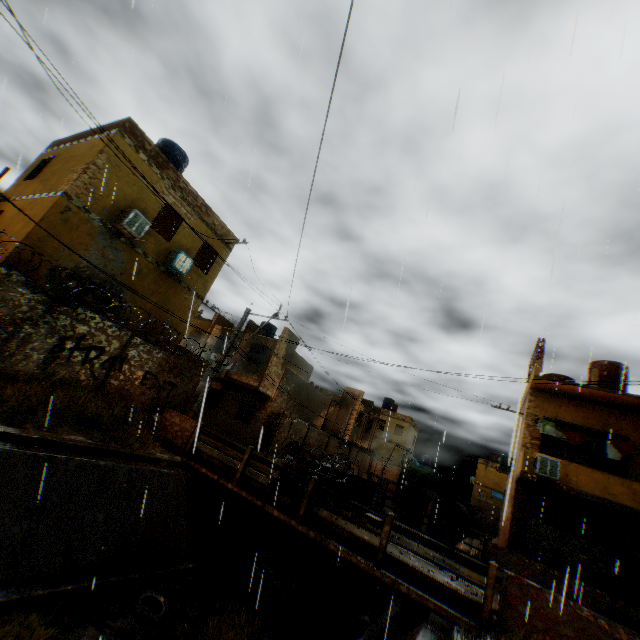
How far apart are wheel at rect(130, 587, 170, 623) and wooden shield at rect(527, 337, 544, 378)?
17.7 meters

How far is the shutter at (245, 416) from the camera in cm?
2328

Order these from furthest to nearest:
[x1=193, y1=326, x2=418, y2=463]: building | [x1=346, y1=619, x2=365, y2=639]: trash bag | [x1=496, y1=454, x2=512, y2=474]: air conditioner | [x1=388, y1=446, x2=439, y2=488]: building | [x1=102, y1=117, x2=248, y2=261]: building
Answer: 1. [x1=388, y1=446, x2=439, y2=488]: building
2. [x1=193, y1=326, x2=418, y2=463]: building
3. [x1=496, y1=454, x2=512, y2=474]: air conditioner
4. [x1=102, y1=117, x2=248, y2=261]: building
5. [x1=346, y1=619, x2=365, y2=639]: trash bag

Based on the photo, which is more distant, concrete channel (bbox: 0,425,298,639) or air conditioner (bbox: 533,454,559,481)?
air conditioner (bbox: 533,454,559,481)

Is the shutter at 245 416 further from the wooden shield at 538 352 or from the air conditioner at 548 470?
the wooden shield at 538 352

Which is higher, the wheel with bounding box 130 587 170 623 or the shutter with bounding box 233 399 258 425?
the shutter with bounding box 233 399 258 425

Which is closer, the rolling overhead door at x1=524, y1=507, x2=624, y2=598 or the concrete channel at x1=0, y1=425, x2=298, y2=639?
the concrete channel at x1=0, y1=425, x2=298, y2=639

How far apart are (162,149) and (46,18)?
5.6 meters
